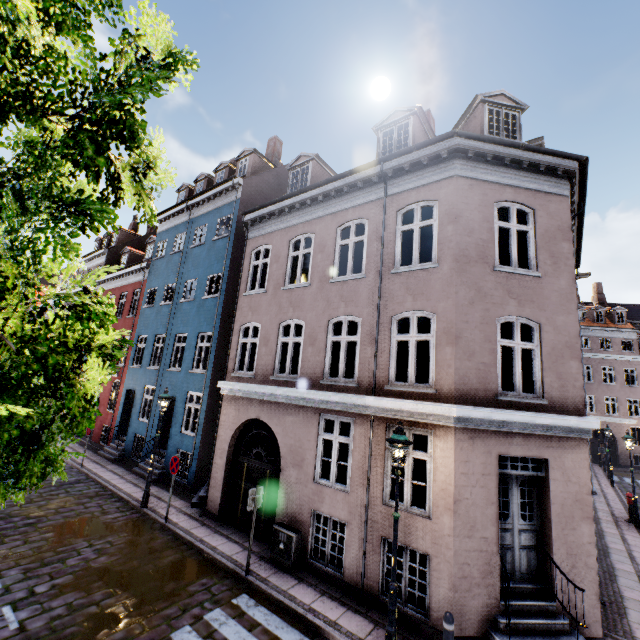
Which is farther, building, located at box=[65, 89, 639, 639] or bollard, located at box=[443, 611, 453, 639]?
building, located at box=[65, 89, 639, 639]

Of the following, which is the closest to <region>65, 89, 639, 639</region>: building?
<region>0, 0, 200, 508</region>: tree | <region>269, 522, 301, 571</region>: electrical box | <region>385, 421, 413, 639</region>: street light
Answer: <region>269, 522, 301, 571</region>: electrical box

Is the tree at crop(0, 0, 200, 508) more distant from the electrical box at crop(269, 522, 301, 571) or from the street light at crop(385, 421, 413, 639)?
the electrical box at crop(269, 522, 301, 571)

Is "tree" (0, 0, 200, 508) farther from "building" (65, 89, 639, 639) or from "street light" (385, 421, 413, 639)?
"building" (65, 89, 639, 639)

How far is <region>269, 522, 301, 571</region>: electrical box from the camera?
8.1 meters

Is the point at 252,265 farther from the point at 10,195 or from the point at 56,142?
the point at 10,195

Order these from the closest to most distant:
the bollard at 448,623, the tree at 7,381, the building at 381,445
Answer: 1. the tree at 7,381
2. the bollard at 448,623
3. the building at 381,445

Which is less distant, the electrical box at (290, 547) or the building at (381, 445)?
the building at (381, 445)
